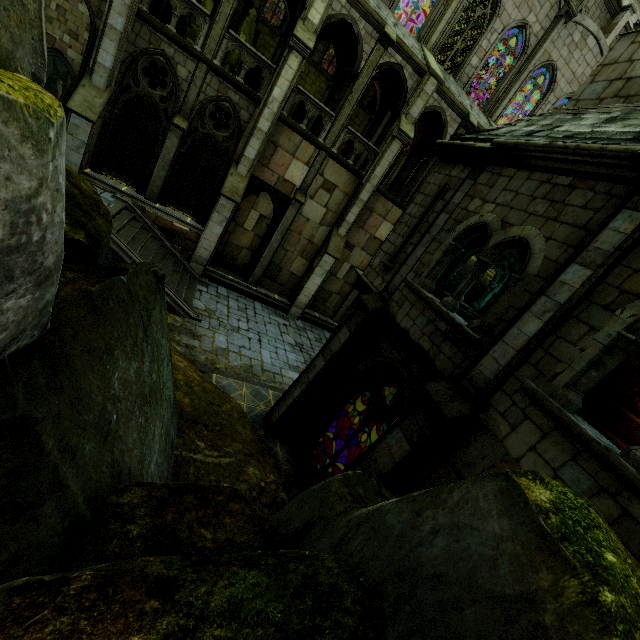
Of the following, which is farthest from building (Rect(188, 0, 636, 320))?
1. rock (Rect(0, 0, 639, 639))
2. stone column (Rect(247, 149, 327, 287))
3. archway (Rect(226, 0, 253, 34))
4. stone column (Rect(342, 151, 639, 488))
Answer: stone column (Rect(342, 151, 639, 488))

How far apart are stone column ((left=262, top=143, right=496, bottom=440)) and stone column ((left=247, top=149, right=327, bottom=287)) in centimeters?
952cm

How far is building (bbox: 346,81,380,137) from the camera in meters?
18.5

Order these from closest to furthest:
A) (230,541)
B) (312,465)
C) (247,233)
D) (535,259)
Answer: (230,541)
(535,259)
(312,465)
(247,233)

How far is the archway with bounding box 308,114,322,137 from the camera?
15.95m

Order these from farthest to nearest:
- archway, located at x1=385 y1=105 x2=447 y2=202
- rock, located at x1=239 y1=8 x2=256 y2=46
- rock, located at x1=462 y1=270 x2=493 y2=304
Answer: rock, located at x1=239 y1=8 x2=256 y2=46 < rock, located at x1=462 y1=270 x2=493 y2=304 < archway, located at x1=385 y1=105 x2=447 y2=202

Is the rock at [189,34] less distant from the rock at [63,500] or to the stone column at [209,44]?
the stone column at [209,44]

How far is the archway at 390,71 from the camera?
15.3 meters
